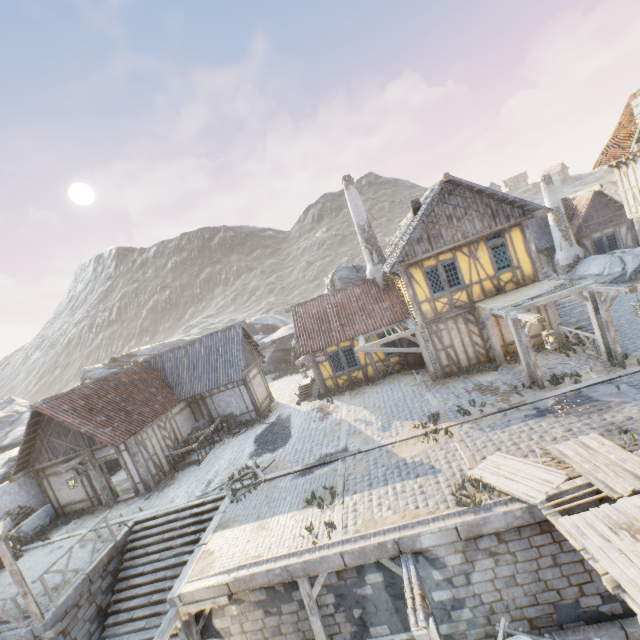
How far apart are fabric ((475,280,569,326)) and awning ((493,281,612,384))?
0.0m

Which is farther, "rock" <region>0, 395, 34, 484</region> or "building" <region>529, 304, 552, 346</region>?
"rock" <region>0, 395, 34, 484</region>

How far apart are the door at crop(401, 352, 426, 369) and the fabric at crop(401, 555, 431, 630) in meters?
11.5

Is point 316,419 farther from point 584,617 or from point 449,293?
point 584,617

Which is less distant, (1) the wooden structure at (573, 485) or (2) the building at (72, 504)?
(1) the wooden structure at (573, 485)

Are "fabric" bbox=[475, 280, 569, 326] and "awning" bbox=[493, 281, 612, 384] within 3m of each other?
yes

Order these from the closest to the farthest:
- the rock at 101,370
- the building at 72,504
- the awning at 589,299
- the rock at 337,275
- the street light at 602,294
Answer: the street light at 602,294, the awning at 589,299, the building at 72,504, the rock at 337,275, the rock at 101,370

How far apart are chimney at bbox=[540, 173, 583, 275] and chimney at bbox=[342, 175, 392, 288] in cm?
1383
